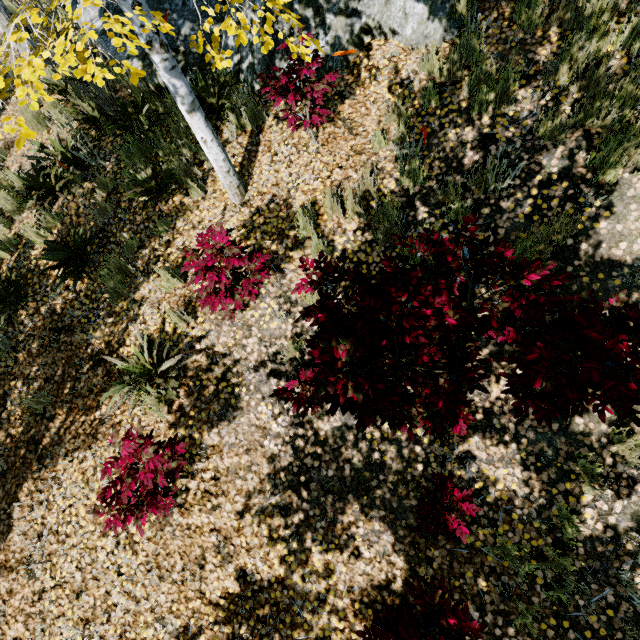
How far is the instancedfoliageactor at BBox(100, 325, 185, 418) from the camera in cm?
385

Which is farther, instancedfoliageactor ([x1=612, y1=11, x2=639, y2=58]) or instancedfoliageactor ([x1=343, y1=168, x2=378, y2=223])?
instancedfoliageactor ([x1=343, y1=168, x2=378, y2=223])

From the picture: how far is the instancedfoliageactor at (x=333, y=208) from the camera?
3.9m

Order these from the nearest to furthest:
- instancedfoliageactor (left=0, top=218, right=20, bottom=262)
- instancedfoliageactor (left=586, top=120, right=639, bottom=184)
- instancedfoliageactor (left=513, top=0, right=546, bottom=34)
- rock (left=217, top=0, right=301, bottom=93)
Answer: instancedfoliageactor (left=586, top=120, right=639, bottom=184) < instancedfoliageactor (left=513, top=0, right=546, bottom=34) < rock (left=217, top=0, right=301, bottom=93) < instancedfoliageactor (left=0, top=218, right=20, bottom=262)

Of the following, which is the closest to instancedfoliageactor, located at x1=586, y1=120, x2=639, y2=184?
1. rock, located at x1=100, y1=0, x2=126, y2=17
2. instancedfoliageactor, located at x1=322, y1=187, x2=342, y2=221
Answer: rock, located at x1=100, y1=0, x2=126, y2=17

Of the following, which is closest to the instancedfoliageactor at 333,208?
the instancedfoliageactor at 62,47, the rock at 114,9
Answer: the rock at 114,9

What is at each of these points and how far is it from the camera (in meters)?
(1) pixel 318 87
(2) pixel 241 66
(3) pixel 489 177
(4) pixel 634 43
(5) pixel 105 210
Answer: (1) instancedfoliageactor, 3.70
(2) rock, 4.84
(3) instancedfoliageactor, 3.53
(4) instancedfoliageactor, 3.33
(5) instancedfoliageactor, 5.00

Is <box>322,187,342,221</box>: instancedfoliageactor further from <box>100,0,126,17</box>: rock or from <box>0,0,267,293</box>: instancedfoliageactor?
<box>0,0,267,293</box>: instancedfoliageactor
